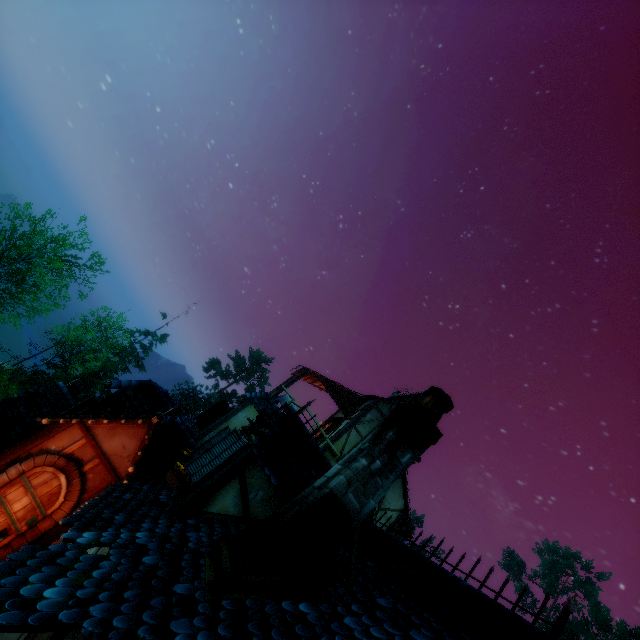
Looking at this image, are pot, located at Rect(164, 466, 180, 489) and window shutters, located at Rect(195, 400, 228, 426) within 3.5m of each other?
no

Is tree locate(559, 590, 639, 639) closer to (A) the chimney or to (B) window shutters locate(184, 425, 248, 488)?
(A) the chimney

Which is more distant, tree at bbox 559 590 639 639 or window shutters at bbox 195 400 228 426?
tree at bbox 559 590 639 639

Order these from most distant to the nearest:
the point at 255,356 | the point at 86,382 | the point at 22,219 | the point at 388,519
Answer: the point at 255,356 → the point at 86,382 → the point at 22,219 → the point at 388,519

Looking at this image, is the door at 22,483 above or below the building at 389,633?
below

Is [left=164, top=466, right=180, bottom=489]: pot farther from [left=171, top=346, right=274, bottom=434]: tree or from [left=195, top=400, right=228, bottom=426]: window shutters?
[left=171, top=346, right=274, bottom=434]: tree

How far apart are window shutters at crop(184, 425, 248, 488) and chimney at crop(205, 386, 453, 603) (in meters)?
2.60

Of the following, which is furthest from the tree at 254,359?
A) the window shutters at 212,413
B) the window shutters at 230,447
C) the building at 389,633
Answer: the window shutters at 230,447
